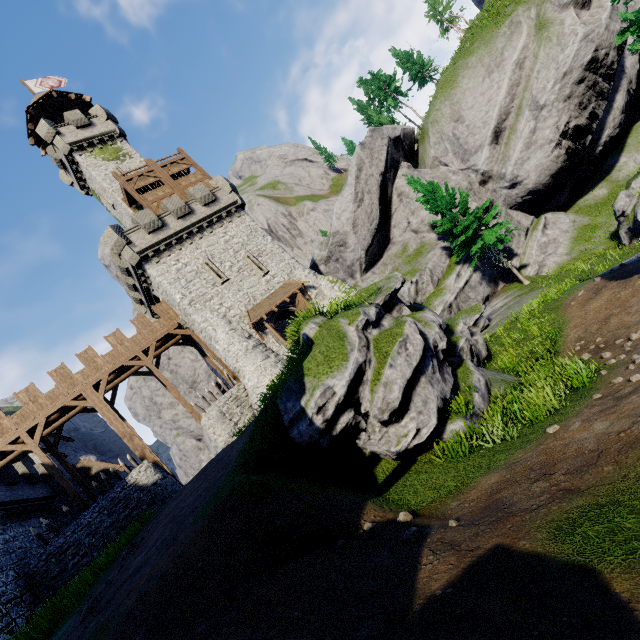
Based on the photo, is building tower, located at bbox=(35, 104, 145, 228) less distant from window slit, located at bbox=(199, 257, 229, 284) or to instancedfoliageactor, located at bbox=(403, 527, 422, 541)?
window slit, located at bbox=(199, 257, 229, 284)

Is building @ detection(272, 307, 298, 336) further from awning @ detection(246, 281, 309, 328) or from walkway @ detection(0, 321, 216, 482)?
walkway @ detection(0, 321, 216, 482)

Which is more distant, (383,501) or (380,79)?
(380,79)

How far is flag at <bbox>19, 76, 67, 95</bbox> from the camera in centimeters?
3471cm

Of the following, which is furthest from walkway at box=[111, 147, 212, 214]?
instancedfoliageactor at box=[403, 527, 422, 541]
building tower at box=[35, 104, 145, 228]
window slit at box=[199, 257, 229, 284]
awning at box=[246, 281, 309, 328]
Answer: instancedfoliageactor at box=[403, 527, 422, 541]

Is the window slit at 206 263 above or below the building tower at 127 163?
below

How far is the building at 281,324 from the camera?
25.39m

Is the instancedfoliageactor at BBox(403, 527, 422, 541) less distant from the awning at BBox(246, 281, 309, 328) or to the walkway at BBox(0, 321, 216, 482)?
the awning at BBox(246, 281, 309, 328)
